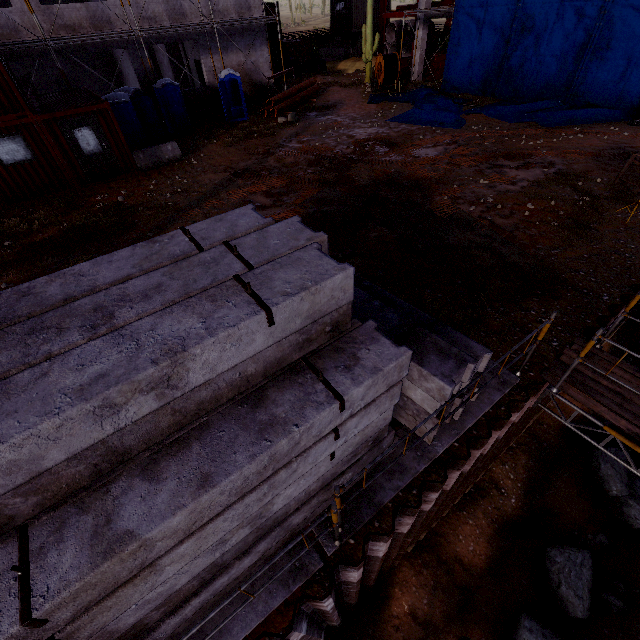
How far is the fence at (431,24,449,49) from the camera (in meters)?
28.50

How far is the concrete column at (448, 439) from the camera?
4.1m

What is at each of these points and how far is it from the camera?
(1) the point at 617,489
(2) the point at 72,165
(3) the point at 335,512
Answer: (1) compgrassrocksplants, 8.58m
(2) cargo container, 12.39m
(3) scaffolding, 3.00m

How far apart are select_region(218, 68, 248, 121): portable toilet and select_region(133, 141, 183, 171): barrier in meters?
6.1 m

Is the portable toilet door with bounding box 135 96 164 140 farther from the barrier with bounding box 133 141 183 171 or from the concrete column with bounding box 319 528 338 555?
the concrete column with bounding box 319 528 338 555

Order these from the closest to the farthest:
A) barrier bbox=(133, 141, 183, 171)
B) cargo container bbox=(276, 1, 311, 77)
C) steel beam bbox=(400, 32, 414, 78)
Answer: barrier bbox=(133, 141, 183, 171)
steel beam bbox=(400, 32, 414, 78)
cargo container bbox=(276, 1, 311, 77)

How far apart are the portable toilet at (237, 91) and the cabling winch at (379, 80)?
9.03m

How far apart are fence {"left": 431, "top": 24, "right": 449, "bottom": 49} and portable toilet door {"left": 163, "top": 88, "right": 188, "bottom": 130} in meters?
25.3 m
